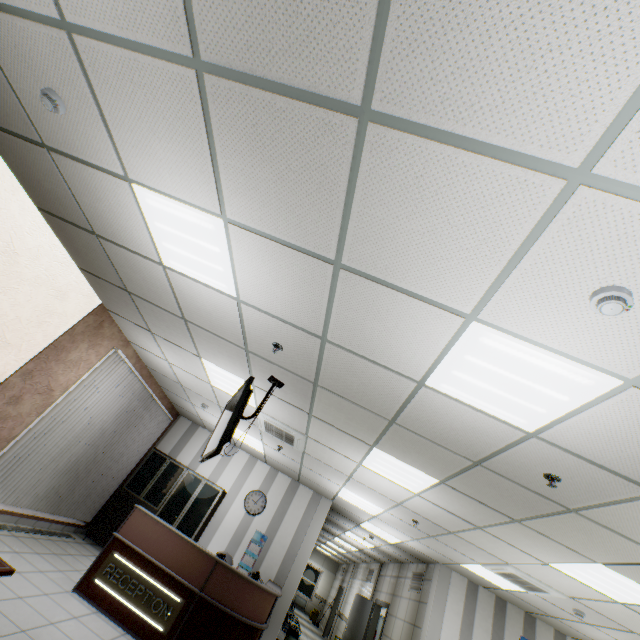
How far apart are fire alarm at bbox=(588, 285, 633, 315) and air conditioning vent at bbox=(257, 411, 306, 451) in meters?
4.7

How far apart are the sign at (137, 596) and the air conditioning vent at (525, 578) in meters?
5.2 m

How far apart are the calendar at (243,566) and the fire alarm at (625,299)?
8.7 meters

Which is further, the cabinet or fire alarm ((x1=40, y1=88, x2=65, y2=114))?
the cabinet

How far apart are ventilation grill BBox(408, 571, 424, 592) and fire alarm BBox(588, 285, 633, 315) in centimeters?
976cm

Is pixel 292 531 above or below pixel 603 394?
below

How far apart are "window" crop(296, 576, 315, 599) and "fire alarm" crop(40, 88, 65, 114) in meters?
27.0

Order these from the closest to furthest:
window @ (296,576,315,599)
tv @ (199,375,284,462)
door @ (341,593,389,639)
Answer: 1. tv @ (199,375,284,462)
2. door @ (341,593,389,639)
3. window @ (296,576,315,599)
